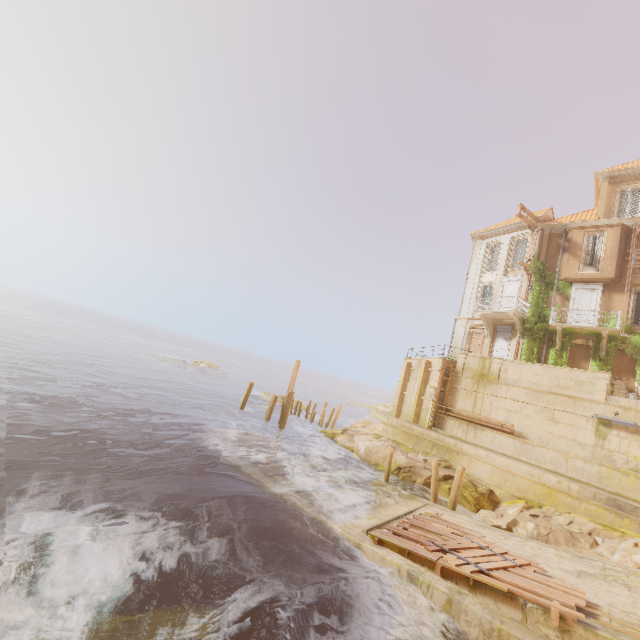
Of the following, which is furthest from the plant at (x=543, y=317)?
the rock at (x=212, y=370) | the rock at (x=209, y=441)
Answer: the rock at (x=212, y=370)

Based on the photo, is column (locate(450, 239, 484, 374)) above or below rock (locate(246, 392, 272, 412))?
above

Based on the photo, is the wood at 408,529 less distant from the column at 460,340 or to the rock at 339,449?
the rock at 339,449

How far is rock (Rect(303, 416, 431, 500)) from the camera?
18.0m

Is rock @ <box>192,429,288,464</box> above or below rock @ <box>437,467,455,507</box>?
below

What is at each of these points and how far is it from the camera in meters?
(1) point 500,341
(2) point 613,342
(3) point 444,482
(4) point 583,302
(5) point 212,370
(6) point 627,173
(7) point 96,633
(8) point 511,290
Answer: (1) shutter, 25.7 m
(2) plant, 20.5 m
(3) rock, 17.5 m
(4) door, 22.6 m
(5) rock, 55.8 m
(6) trim, 22.9 m
(7) rock, 5.4 m
(8) door, 26.2 m

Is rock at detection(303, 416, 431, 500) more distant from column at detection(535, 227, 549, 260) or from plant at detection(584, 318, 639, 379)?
column at detection(535, 227, 549, 260)

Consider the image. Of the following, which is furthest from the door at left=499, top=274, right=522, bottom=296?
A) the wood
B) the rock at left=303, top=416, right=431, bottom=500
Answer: the wood
